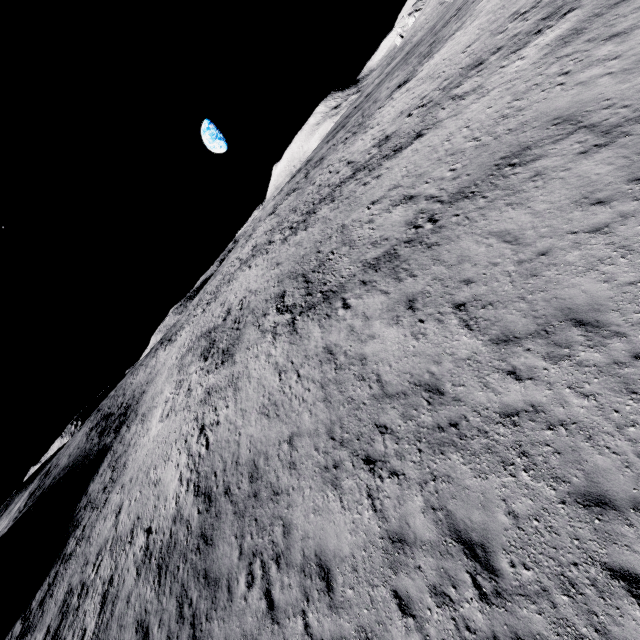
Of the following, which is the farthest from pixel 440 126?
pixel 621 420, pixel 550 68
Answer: pixel 621 420
